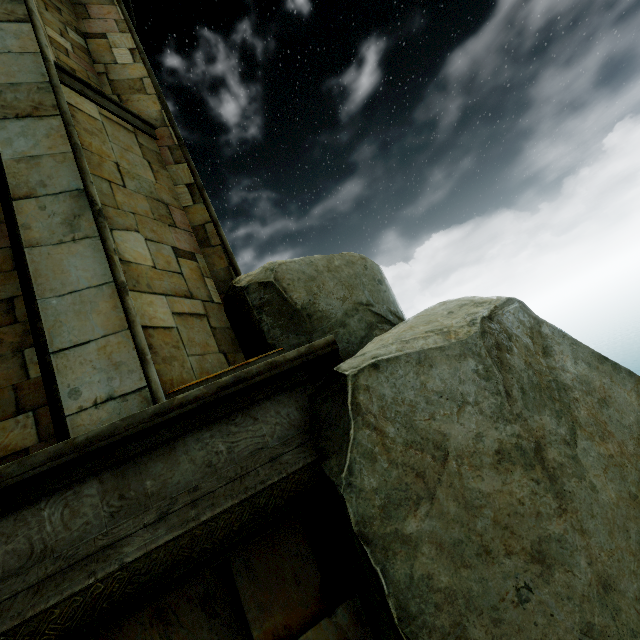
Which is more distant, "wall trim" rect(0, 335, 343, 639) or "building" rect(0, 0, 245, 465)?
"building" rect(0, 0, 245, 465)

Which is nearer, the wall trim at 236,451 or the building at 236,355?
the wall trim at 236,451

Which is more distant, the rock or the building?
the building

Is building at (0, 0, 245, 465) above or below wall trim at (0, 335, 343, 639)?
above

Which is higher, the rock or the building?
the building

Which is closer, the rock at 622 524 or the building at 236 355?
the rock at 622 524

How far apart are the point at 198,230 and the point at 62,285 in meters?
2.3 m
